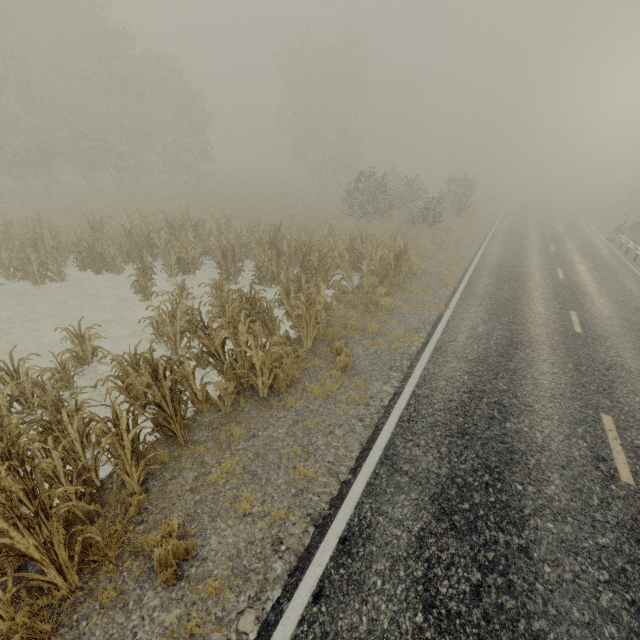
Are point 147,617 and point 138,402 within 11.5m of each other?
yes
